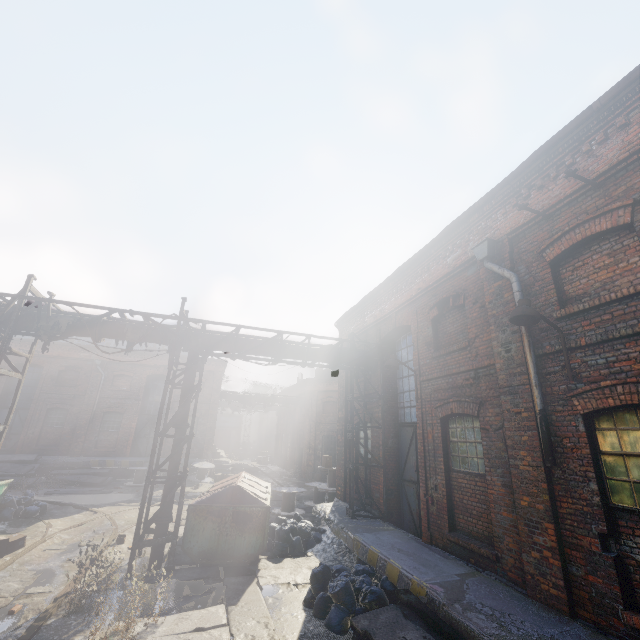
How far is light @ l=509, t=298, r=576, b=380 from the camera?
5.07m

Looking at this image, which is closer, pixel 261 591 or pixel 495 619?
pixel 495 619

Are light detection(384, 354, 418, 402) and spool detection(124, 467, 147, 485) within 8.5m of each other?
no

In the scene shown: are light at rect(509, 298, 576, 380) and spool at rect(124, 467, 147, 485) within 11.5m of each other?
no

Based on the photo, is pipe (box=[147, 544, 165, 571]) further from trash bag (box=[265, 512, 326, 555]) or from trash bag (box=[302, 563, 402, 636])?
trash bag (box=[302, 563, 402, 636])

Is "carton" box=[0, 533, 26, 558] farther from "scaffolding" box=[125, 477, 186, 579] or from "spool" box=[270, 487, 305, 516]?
"spool" box=[270, 487, 305, 516]

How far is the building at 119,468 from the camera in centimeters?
2009cm

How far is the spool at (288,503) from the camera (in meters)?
14.02
